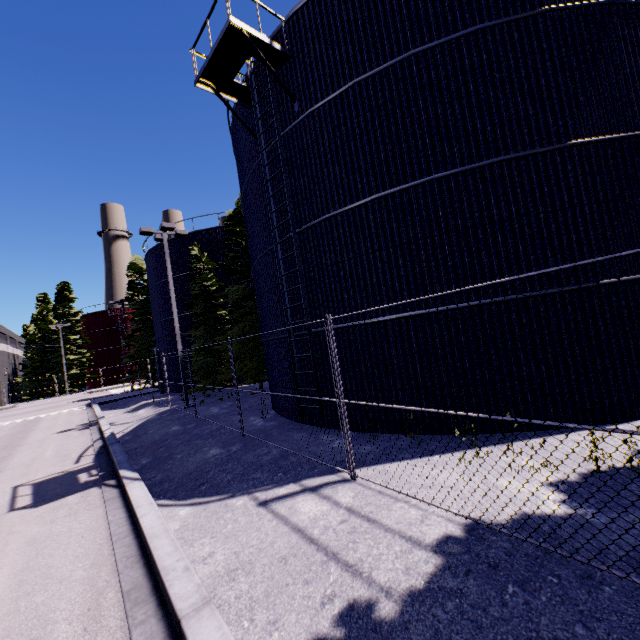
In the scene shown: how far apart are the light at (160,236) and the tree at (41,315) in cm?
4181

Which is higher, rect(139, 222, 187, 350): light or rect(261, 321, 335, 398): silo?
rect(139, 222, 187, 350): light

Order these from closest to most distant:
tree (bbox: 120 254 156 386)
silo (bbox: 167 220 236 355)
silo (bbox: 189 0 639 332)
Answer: silo (bbox: 189 0 639 332), silo (bbox: 167 220 236 355), tree (bbox: 120 254 156 386)

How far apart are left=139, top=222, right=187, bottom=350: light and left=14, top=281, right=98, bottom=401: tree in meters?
41.8 m

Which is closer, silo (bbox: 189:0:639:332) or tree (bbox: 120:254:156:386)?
silo (bbox: 189:0:639:332)

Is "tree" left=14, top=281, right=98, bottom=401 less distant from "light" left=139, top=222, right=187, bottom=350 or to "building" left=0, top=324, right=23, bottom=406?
"building" left=0, top=324, right=23, bottom=406

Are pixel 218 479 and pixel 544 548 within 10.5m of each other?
yes

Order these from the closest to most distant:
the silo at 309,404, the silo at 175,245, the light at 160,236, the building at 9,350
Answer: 1. the silo at 309,404
2. the light at 160,236
3. the silo at 175,245
4. the building at 9,350
